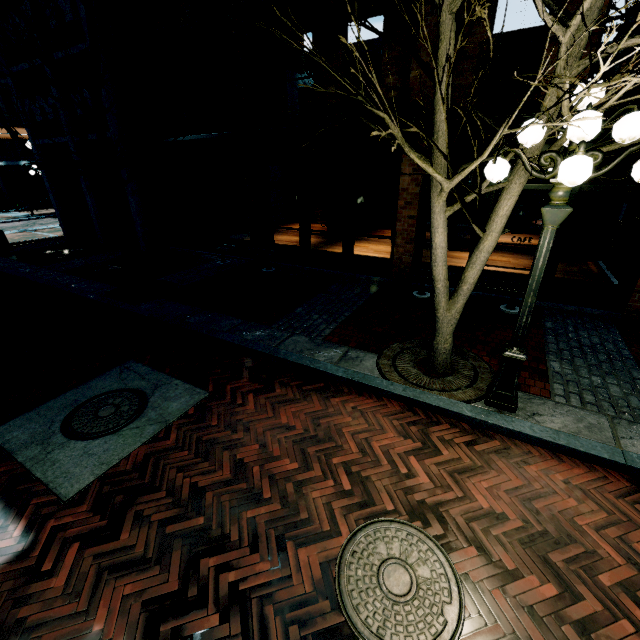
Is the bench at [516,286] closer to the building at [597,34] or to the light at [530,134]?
the building at [597,34]

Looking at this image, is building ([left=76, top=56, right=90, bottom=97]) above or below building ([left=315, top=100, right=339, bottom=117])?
above

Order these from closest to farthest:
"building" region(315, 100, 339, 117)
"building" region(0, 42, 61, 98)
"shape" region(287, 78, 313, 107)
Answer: "building" region(315, 100, 339, 117), "building" region(0, 42, 61, 98), "shape" region(287, 78, 313, 107)

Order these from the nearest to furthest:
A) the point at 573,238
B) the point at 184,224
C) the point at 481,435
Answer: the point at 481,435
the point at 573,238
the point at 184,224

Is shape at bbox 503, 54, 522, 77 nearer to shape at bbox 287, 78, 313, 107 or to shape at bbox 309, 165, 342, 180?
shape at bbox 309, 165, 342, 180

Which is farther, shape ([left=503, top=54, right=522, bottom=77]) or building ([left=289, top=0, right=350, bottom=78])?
shape ([left=503, top=54, right=522, bottom=77])

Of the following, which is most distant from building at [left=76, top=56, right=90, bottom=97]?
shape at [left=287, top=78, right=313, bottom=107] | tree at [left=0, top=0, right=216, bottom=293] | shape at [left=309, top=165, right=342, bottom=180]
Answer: shape at [left=309, top=165, right=342, bottom=180]

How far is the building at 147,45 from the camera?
9.9m
